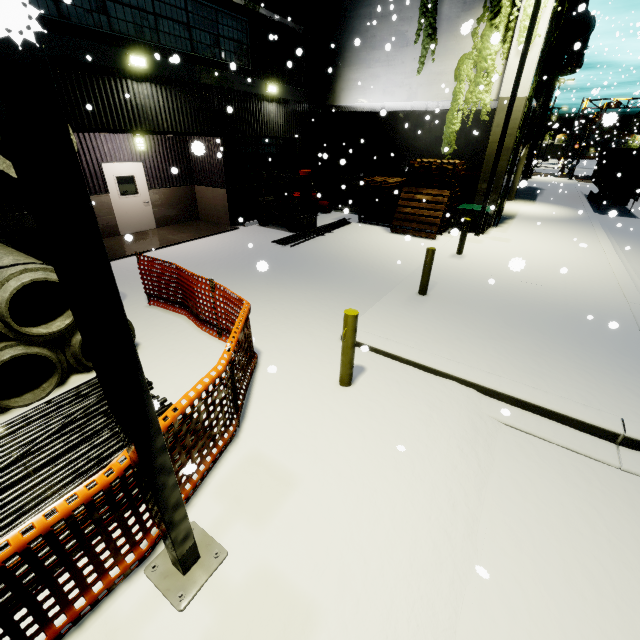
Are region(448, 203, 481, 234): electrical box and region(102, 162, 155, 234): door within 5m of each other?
no

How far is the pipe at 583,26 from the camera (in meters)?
15.66

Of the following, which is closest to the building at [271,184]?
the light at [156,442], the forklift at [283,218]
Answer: the forklift at [283,218]

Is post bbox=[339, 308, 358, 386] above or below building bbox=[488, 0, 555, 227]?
below

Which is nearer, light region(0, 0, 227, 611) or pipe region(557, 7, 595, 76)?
light region(0, 0, 227, 611)

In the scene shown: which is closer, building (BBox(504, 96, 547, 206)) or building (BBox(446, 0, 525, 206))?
building (BBox(446, 0, 525, 206))

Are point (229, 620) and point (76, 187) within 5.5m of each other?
yes

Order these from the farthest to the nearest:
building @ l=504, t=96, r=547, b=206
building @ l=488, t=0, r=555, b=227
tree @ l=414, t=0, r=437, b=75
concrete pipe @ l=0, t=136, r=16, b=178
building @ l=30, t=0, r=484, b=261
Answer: building @ l=504, t=96, r=547, b=206, tree @ l=414, t=0, r=437, b=75, building @ l=488, t=0, r=555, b=227, building @ l=30, t=0, r=484, b=261, concrete pipe @ l=0, t=136, r=16, b=178
